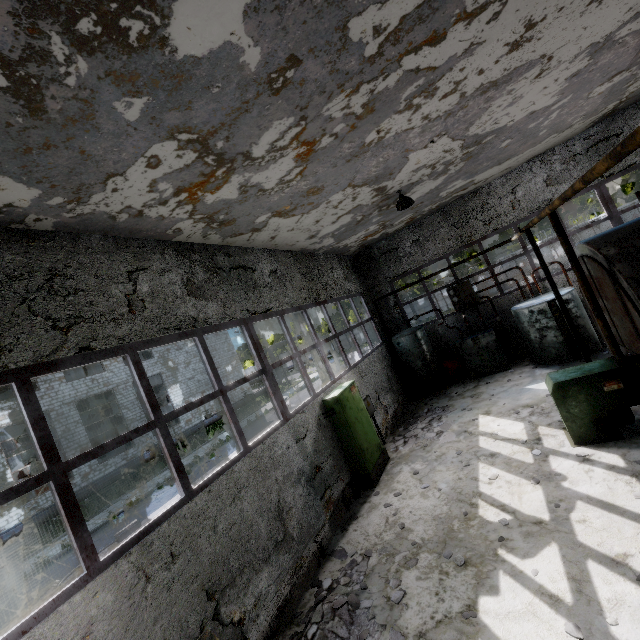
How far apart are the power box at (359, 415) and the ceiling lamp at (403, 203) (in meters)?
4.96

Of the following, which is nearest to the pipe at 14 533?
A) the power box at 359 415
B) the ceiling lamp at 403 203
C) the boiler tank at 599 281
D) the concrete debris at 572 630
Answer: the concrete debris at 572 630

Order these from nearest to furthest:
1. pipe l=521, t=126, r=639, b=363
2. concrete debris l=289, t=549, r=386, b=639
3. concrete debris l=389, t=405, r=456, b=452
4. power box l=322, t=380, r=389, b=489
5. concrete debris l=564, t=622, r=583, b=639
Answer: pipe l=521, t=126, r=639, b=363, concrete debris l=564, t=622, r=583, b=639, concrete debris l=289, t=549, r=386, b=639, power box l=322, t=380, r=389, b=489, concrete debris l=389, t=405, r=456, b=452

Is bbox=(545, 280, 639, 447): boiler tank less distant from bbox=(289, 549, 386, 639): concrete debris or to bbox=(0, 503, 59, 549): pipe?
bbox=(289, 549, 386, 639): concrete debris

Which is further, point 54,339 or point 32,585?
point 32,585

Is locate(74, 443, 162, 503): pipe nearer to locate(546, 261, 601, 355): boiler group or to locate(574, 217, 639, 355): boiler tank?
locate(574, 217, 639, 355): boiler tank

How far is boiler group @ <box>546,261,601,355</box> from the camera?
10.4 meters

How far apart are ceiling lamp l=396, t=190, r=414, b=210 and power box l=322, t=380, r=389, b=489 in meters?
5.0
